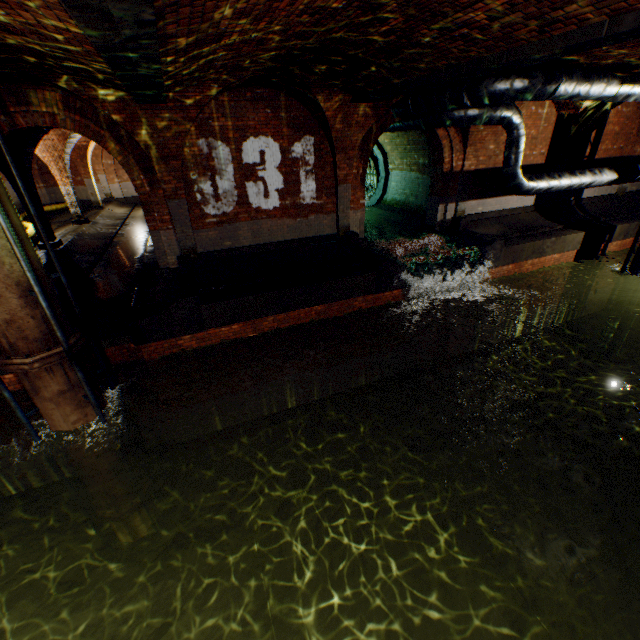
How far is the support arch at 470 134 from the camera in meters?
10.9

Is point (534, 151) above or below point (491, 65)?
below

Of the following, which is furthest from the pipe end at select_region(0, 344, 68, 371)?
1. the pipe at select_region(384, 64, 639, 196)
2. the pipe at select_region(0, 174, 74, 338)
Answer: the pipe at select_region(384, 64, 639, 196)

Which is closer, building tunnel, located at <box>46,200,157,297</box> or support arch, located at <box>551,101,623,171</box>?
building tunnel, located at <box>46,200,157,297</box>

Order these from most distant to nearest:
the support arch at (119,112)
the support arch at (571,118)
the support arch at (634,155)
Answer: the support arch at (634,155) → the support arch at (571,118) → the support arch at (119,112)

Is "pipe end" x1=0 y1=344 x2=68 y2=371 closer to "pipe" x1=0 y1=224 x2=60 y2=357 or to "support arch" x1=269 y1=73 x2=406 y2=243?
"pipe" x1=0 y1=224 x2=60 y2=357

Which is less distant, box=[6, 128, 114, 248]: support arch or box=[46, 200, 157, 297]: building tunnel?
box=[46, 200, 157, 297]: building tunnel

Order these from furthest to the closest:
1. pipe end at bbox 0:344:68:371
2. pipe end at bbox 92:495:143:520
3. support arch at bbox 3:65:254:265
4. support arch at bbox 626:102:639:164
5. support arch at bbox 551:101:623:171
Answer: support arch at bbox 626:102:639:164 → support arch at bbox 551:101:623:171 → pipe end at bbox 92:495:143:520 → support arch at bbox 3:65:254:265 → pipe end at bbox 0:344:68:371
